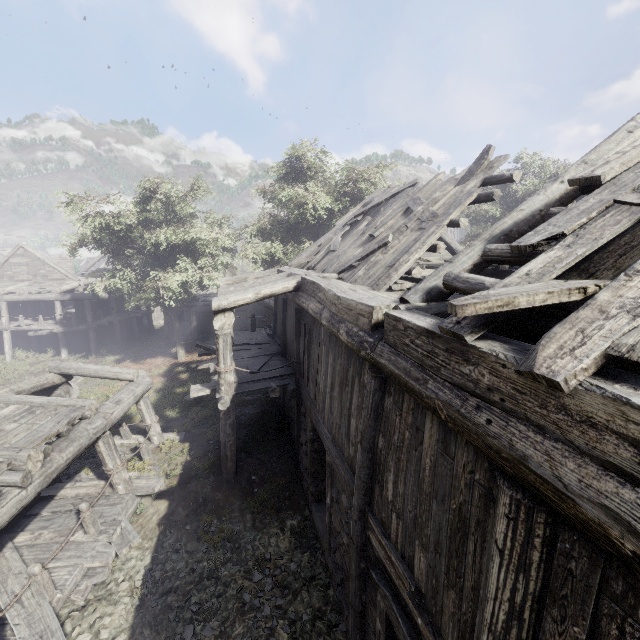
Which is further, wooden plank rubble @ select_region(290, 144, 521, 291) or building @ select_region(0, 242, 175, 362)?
building @ select_region(0, 242, 175, 362)

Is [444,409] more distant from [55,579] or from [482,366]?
[55,579]

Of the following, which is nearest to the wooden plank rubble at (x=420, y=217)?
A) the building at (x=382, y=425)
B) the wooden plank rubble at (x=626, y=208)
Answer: the building at (x=382, y=425)

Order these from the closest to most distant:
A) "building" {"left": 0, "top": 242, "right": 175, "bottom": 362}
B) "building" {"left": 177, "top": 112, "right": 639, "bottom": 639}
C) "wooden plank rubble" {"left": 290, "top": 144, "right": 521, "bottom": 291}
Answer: "building" {"left": 177, "top": 112, "right": 639, "bottom": 639}, "wooden plank rubble" {"left": 290, "top": 144, "right": 521, "bottom": 291}, "building" {"left": 0, "top": 242, "right": 175, "bottom": 362}

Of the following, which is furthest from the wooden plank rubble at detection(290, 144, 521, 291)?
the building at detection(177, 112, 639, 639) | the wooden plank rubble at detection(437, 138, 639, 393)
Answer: the wooden plank rubble at detection(437, 138, 639, 393)

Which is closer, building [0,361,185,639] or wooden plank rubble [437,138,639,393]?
wooden plank rubble [437,138,639,393]

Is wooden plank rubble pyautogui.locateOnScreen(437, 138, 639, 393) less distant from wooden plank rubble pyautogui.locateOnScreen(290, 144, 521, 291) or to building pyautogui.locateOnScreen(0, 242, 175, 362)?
building pyautogui.locateOnScreen(0, 242, 175, 362)
